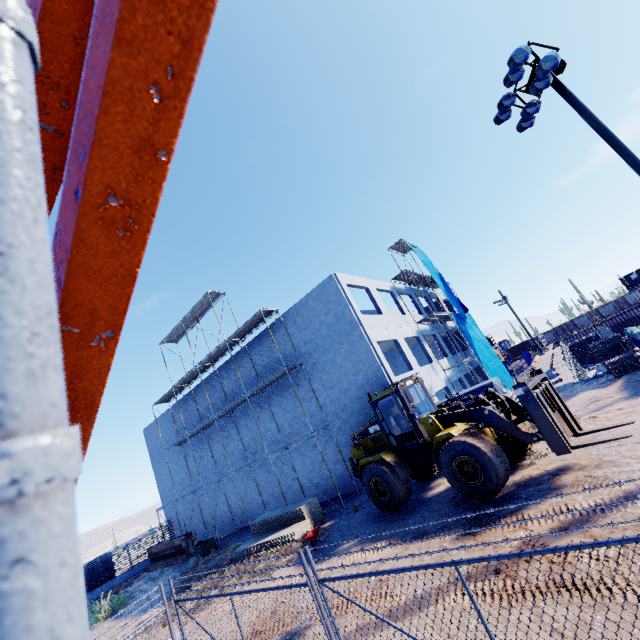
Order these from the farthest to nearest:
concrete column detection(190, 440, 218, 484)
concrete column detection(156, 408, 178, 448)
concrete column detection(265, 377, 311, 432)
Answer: concrete column detection(156, 408, 178, 448) < concrete column detection(190, 440, 218, 484) < concrete column detection(265, 377, 311, 432)

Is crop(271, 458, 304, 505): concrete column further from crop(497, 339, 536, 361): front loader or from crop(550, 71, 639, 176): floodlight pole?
crop(497, 339, 536, 361): front loader

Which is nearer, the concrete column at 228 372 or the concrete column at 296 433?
the concrete column at 296 433

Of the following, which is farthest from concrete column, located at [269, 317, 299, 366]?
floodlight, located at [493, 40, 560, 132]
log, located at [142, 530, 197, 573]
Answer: floodlight, located at [493, 40, 560, 132]

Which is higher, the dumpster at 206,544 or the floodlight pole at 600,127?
the floodlight pole at 600,127

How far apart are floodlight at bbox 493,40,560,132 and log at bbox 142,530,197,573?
30.6 meters

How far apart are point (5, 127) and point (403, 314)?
25.12m

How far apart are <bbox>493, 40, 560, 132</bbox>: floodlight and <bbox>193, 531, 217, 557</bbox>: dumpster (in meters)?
27.84
